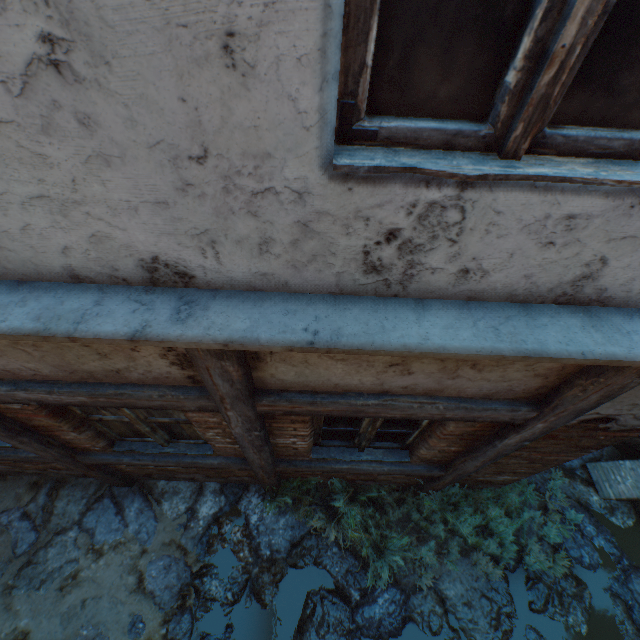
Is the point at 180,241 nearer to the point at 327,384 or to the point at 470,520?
the point at 327,384

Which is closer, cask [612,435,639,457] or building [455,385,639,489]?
building [455,385,639,489]

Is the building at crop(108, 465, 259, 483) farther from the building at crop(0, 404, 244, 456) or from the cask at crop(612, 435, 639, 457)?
the cask at crop(612, 435, 639, 457)

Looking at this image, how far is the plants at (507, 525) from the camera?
3.8m

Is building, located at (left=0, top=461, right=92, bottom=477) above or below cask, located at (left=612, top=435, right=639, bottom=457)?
above

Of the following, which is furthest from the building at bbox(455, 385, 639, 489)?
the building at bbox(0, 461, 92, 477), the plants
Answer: the building at bbox(0, 461, 92, 477)

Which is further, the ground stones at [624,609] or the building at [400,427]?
the ground stones at [624,609]

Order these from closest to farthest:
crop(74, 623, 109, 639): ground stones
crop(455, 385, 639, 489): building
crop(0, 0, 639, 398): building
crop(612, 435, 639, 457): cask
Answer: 1. crop(0, 0, 639, 398): building
2. crop(455, 385, 639, 489): building
3. crop(74, 623, 109, 639): ground stones
4. crop(612, 435, 639, 457): cask
